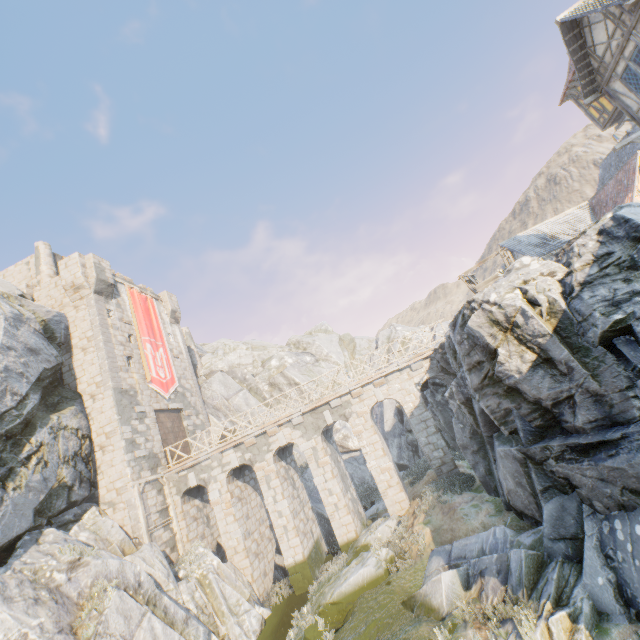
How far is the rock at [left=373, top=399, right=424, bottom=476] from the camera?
27.19m

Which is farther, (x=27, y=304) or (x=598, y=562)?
(x=27, y=304)

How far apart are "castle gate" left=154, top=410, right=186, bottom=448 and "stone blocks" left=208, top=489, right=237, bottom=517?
3.4m

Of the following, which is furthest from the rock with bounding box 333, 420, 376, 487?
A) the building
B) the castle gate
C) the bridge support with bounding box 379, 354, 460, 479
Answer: the castle gate

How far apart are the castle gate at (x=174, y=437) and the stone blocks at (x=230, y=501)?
3.45m

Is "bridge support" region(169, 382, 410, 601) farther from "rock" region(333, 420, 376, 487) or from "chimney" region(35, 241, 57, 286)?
"chimney" region(35, 241, 57, 286)

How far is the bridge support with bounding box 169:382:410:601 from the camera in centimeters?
1661cm

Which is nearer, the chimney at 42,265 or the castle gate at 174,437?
the castle gate at 174,437
